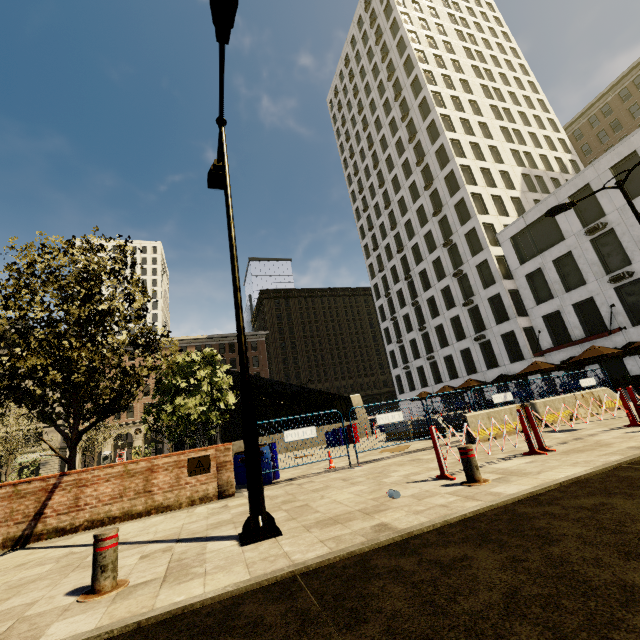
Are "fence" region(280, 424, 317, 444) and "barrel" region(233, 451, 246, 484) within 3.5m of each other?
yes

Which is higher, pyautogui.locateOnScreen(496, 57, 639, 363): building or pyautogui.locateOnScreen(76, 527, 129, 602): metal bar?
pyautogui.locateOnScreen(496, 57, 639, 363): building

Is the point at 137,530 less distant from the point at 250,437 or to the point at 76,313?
the point at 250,437

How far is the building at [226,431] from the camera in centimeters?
5218cm

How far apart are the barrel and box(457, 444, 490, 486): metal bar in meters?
5.4 m

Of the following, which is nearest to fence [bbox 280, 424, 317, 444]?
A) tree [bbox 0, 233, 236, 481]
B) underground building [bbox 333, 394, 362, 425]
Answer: tree [bbox 0, 233, 236, 481]

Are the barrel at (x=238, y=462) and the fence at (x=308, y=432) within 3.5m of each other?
yes

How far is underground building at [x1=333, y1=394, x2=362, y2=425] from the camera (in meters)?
24.78
